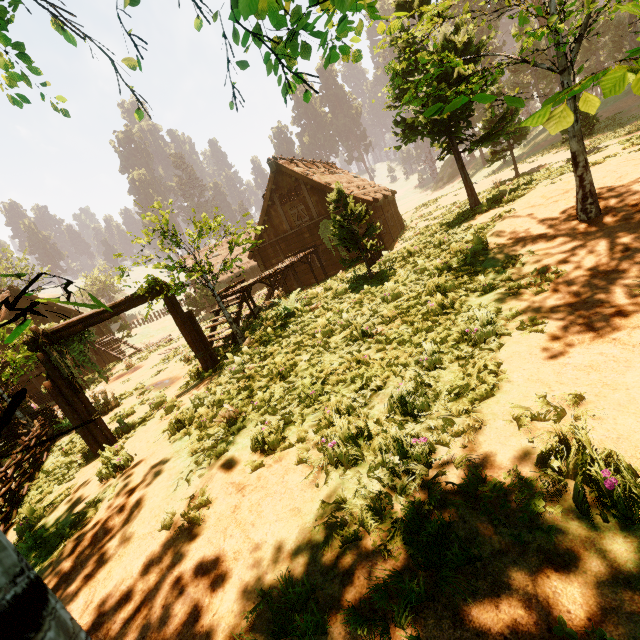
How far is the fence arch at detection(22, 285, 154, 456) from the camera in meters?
8.4 m

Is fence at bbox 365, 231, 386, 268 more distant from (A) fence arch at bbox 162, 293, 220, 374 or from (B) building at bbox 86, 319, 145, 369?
(A) fence arch at bbox 162, 293, 220, 374

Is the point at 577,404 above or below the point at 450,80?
below

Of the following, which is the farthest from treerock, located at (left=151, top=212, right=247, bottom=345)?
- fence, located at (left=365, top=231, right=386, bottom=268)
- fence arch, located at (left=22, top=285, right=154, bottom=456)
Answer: fence, located at (left=365, top=231, right=386, bottom=268)

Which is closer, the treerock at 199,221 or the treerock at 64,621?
the treerock at 64,621

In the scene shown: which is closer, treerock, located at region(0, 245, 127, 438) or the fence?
treerock, located at region(0, 245, 127, 438)

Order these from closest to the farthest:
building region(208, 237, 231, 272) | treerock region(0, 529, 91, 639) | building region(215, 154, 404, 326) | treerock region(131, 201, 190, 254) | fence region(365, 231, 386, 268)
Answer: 1. treerock region(0, 529, 91, 639)
2. treerock region(131, 201, 190, 254)
3. fence region(365, 231, 386, 268)
4. building region(215, 154, 404, 326)
5. building region(208, 237, 231, 272)

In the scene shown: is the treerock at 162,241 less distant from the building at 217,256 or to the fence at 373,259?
the building at 217,256
